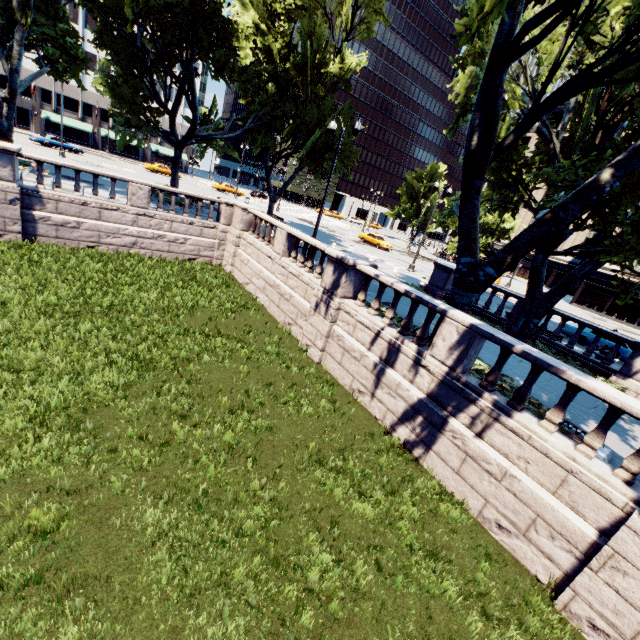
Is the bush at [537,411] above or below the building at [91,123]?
below

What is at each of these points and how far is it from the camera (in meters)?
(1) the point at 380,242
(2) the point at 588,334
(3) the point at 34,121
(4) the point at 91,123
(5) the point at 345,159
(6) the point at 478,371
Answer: (1) vehicle, 39.31
(2) vehicle, 19.34
(3) building, 53.00
(4) building, 56.97
(5) tree, 26.50
(6) bush, 9.88

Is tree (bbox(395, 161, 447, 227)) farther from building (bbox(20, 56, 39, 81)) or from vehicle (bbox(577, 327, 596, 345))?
vehicle (bbox(577, 327, 596, 345))

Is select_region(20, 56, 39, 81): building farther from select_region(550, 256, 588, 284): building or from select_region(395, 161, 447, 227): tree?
select_region(550, 256, 588, 284): building

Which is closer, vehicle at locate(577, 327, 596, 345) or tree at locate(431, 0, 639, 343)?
tree at locate(431, 0, 639, 343)

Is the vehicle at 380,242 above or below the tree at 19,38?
below

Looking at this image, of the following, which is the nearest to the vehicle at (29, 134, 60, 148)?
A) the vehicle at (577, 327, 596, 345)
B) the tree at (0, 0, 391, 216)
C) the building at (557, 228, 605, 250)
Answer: the tree at (0, 0, 391, 216)

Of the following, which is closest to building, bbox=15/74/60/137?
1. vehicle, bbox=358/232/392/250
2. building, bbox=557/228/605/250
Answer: vehicle, bbox=358/232/392/250
